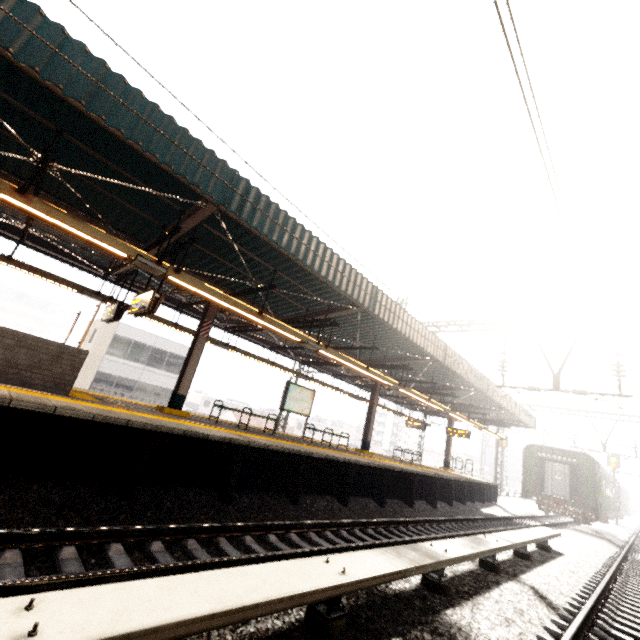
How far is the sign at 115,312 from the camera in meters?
9.2 m

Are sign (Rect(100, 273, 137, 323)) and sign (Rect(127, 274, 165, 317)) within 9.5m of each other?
yes

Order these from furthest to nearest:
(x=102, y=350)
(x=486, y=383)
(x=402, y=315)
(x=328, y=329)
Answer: (x=102, y=350), (x=486, y=383), (x=328, y=329), (x=402, y=315)

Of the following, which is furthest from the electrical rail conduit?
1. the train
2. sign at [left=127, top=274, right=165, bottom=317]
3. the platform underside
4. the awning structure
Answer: the train

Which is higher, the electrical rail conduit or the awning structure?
the awning structure

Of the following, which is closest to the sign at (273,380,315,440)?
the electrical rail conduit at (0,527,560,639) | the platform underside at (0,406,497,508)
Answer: the platform underside at (0,406,497,508)

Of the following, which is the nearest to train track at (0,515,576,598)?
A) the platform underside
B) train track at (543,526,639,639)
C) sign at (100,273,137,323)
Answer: the platform underside

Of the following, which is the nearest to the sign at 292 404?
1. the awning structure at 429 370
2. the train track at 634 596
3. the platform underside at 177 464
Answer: the awning structure at 429 370
